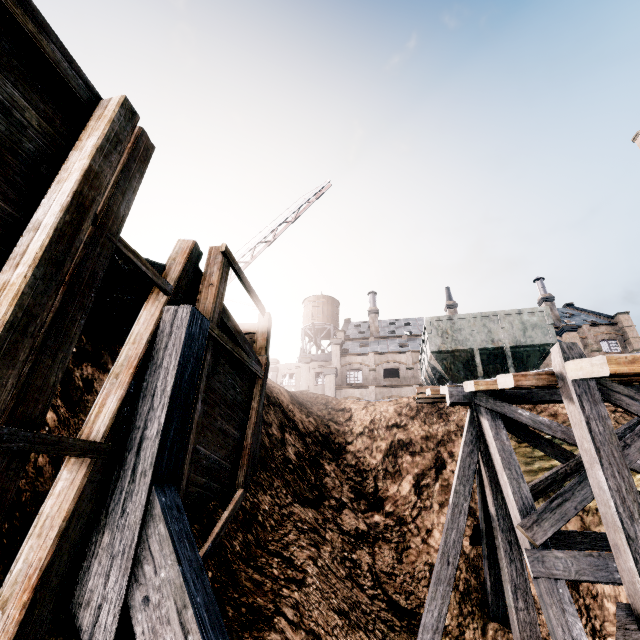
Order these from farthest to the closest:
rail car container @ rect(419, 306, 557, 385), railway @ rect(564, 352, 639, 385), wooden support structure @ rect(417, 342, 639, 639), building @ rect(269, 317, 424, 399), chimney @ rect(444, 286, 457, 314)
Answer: chimney @ rect(444, 286, 457, 314), building @ rect(269, 317, 424, 399), rail car container @ rect(419, 306, 557, 385), wooden support structure @ rect(417, 342, 639, 639), railway @ rect(564, 352, 639, 385)

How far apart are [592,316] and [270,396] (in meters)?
51.68

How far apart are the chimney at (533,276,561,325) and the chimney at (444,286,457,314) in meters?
10.8

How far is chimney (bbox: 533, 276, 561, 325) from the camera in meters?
42.6 m

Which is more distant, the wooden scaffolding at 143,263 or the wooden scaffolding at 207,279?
the wooden scaffolding at 207,279

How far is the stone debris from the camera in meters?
5.4 m

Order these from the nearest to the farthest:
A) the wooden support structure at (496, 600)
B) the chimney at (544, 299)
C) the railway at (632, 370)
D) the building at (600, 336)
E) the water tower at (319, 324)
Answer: the railway at (632, 370) → the wooden support structure at (496, 600) → the building at (600, 336) → the chimney at (544, 299) → the water tower at (319, 324)

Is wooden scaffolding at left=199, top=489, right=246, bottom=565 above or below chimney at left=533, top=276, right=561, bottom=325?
below
